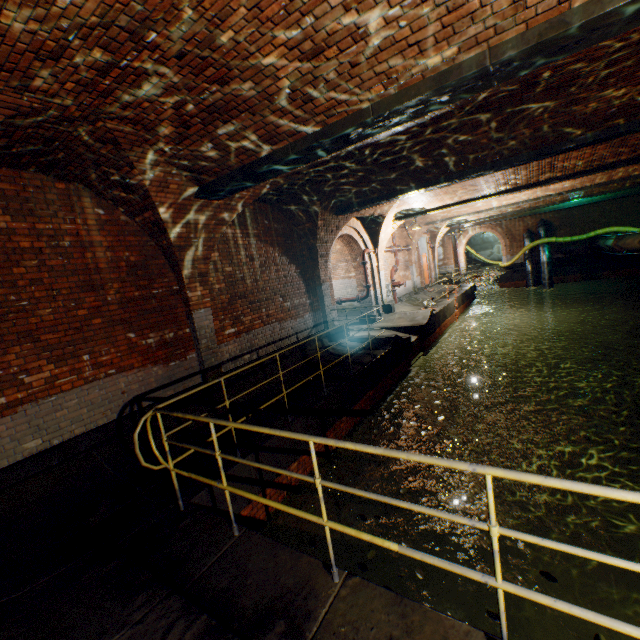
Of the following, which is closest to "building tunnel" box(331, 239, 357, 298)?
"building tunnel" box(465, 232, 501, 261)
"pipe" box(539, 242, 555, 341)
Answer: "building tunnel" box(465, 232, 501, 261)

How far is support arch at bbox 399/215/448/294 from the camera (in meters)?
17.77

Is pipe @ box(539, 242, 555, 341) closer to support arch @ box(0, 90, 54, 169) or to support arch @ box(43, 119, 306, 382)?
support arch @ box(43, 119, 306, 382)

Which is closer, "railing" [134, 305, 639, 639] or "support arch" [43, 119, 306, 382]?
"railing" [134, 305, 639, 639]

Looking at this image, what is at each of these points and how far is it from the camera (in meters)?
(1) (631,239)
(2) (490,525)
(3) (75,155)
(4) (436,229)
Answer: (1) pipe, 17.25
(2) railing, 1.87
(3) support arch, 4.44
(4) support arch, 21.97

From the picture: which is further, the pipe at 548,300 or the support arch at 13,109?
the pipe at 548,300

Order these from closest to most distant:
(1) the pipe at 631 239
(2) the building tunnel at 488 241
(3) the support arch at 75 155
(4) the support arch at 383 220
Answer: (3) the support arch at 75 155 → (4) the support arch at 383 220 → (1) the pipe at 631 239 → (2) the building tunnel at 488 241

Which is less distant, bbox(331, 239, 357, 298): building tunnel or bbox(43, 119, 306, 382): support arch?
bbox(43, 119, 306, 382): support arch
